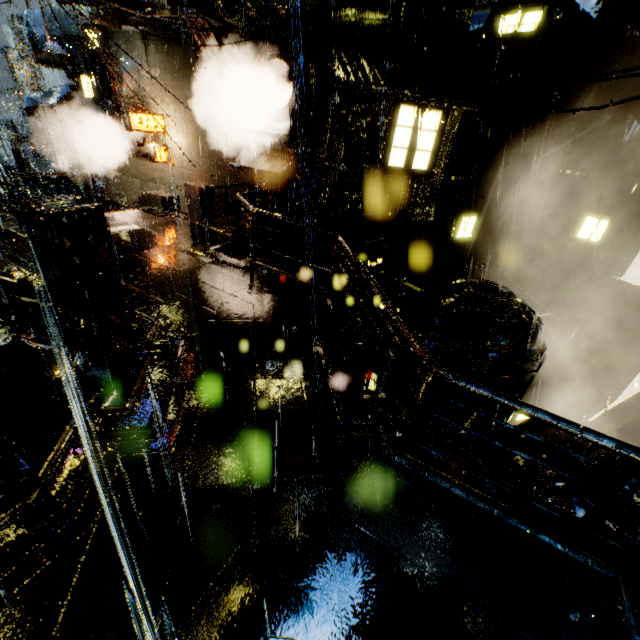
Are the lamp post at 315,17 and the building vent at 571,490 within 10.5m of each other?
no

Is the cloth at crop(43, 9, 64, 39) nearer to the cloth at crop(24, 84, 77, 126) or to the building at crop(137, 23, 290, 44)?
the building at crop(137, 23, 290, 44)

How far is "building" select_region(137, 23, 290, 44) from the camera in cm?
1199

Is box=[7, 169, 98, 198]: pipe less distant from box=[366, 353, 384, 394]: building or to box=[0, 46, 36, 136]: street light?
box=[366, 353, 384, 394]: building

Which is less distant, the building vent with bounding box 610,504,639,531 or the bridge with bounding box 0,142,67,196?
the building vent with bounding box 610,504,639,531

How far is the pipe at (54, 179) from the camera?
17.11m

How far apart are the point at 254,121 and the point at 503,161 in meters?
13.3

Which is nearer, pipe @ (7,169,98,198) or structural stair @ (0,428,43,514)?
structural stair @ (0,428,43,514)
